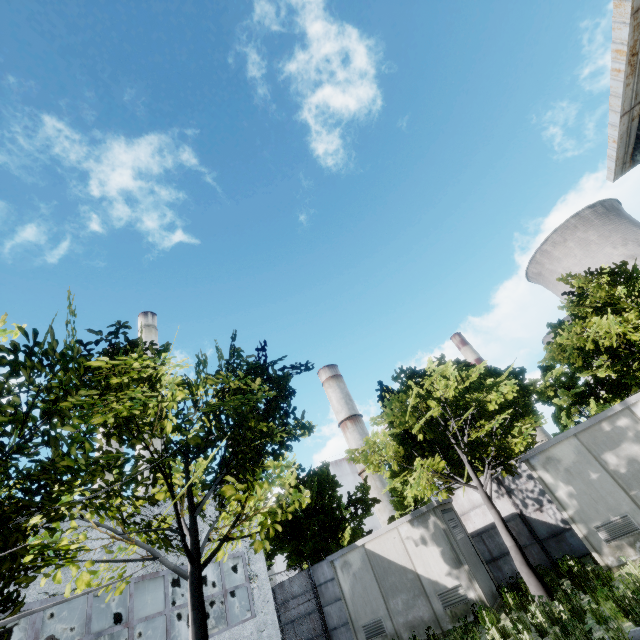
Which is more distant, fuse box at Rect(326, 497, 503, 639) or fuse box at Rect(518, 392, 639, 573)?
fuse box at Rect(326, 497, 503, 639)

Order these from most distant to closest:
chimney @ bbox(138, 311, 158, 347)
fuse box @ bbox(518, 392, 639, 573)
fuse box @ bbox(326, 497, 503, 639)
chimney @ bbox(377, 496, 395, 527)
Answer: chimney @ bbox(377, 496, 395, 527) < chimney @ bbox(138, 311, 158, 347) < fuse box @ bbox(326, 497, 503, 639) < fuse box @ bbox(518, 392, 639, 573)

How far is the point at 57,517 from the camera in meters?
5.7 m

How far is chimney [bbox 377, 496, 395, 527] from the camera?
58.2 meters

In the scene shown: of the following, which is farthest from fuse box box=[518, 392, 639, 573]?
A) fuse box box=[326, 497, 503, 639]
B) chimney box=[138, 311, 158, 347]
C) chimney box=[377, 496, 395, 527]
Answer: chimney box=[377, 496, 395, 527]

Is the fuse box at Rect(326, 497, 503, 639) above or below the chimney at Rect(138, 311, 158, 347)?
below

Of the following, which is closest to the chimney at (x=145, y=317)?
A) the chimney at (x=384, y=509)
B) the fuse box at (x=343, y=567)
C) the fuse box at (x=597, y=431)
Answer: the fuse box at (x=343, y=567)

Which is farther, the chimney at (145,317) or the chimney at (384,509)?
the chimney at (384,509)
